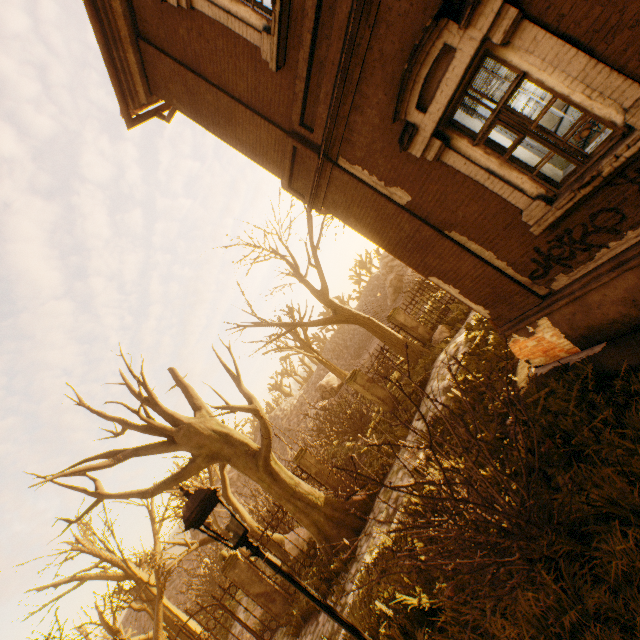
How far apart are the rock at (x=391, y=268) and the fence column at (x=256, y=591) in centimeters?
4095cm

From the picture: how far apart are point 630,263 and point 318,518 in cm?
943

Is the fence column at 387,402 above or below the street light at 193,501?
below

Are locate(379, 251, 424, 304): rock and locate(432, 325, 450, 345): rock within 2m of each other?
no

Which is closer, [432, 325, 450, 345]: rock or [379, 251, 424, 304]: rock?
[432, 325, 450, 345]: rock

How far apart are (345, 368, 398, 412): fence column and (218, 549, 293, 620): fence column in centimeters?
713cm

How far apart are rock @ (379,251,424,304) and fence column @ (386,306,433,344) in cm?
3185

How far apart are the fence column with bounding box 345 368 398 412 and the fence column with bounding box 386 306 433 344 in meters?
3.4 m
